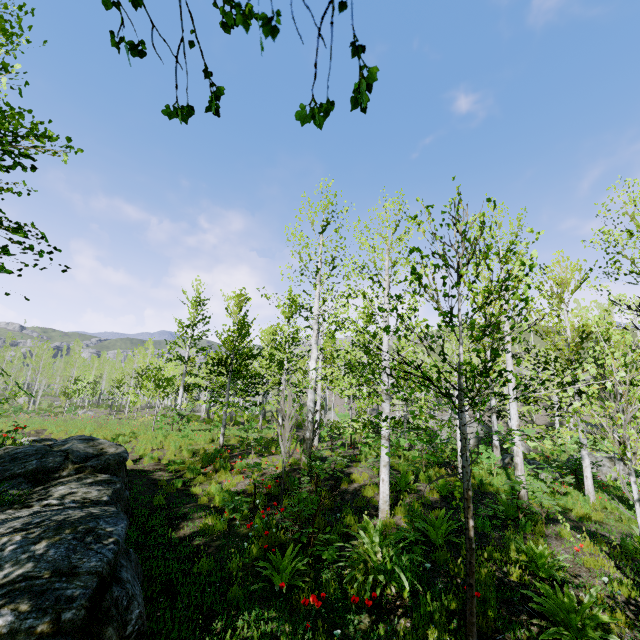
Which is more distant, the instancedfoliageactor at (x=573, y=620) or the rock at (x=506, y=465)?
the rock at (x=506, y=465)

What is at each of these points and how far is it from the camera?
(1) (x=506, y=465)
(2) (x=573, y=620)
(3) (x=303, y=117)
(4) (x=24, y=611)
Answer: (1) rock, 16.5m
(2) instancedfoliageactor, 3.9m
(3) instancedfoliageactor, 0.8m
(4) rock, 2.6m

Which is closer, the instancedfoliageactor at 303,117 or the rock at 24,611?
the instancedfoliageactor at 303,117

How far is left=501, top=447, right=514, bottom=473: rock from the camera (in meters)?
15.03

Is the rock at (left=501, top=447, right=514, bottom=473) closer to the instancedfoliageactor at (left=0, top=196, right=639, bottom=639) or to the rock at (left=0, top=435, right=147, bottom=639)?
the instancedfoliageactor at (left=0, top=196, right=639, bottom=639)

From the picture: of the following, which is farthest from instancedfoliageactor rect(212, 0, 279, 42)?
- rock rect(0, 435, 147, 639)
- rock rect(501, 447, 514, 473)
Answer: rock rect(501, 447, 514, 473)
